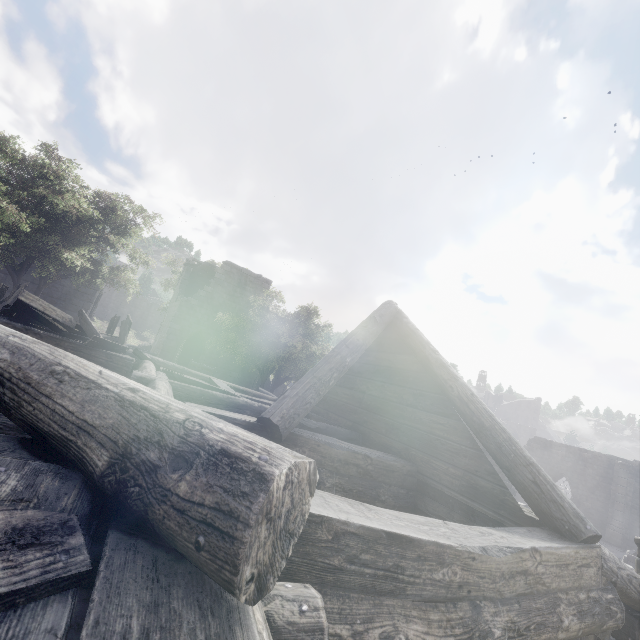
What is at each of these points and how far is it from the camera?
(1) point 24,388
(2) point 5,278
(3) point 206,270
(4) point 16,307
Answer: (1) building, 1.5m
(2) building, 17.9m
(3) wooden plank rubble, 26.4m
(4) broken furniture, 6.6m

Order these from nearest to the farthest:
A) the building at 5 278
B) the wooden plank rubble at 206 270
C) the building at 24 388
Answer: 1. the building at 24 388
2. the building at 5 278
3. the wooden plank rubble at 206 270

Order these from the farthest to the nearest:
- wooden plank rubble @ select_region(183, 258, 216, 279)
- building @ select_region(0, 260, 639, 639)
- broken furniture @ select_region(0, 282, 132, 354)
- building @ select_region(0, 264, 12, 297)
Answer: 1. wooden plank rubble @ select_region(183, 258, 216, 279)
2. building @ select_region(0, 264, 12, 297)
3. broken furniture @ select_region(0, 282, 132, 354)
4. building @ select_region(0, 260, 639, 639)

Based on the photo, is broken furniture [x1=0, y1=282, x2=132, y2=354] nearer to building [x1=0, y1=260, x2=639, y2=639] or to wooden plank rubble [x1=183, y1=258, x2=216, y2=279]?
building [x1=0, y1=260, x2=639, y2=639]

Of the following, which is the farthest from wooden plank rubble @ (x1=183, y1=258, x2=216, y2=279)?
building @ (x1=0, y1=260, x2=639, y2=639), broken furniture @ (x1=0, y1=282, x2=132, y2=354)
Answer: broken furniture @ (x1=0, y1=282, x2=132, y2=354)

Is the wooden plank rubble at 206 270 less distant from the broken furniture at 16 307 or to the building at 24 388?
the building at 24 388
